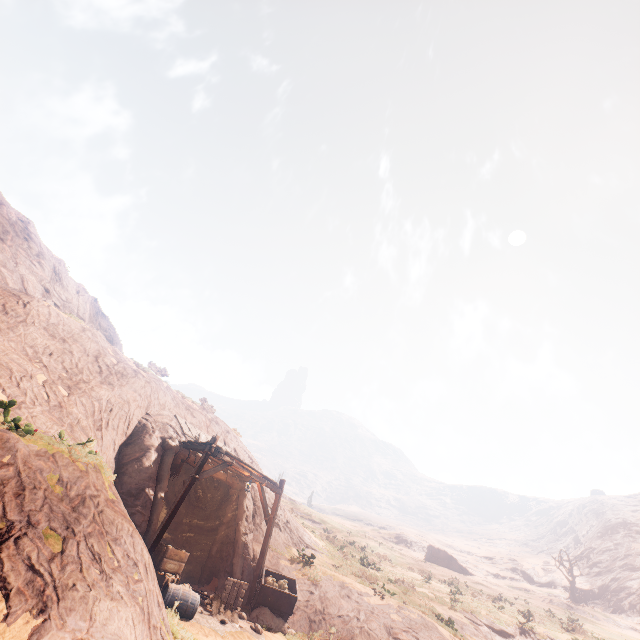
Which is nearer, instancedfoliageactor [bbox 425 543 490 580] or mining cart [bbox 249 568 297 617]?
mining cart [bbox 249 568 297 617]

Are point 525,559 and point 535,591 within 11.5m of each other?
no

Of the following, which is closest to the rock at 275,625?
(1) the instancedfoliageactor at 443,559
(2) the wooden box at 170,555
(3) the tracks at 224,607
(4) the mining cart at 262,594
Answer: (4) the mining cart at 262,594

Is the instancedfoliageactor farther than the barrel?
Yes

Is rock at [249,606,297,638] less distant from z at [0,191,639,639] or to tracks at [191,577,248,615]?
z at [0,191,639,639]

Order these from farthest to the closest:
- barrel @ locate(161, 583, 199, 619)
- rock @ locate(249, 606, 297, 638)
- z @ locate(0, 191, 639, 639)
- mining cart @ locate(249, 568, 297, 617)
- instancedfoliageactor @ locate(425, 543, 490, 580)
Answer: instancedfoliageactor @ locate(425, 543, 490, 580) → mining cart @ locate(249, 568, 297, 617) → rock @ locate(249, 606, 297, 638) → barrel @ locate(161, 583, 199, 619) → z @ locate(0, 191, 639, 639)

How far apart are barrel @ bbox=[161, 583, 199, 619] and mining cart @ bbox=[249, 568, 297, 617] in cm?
343

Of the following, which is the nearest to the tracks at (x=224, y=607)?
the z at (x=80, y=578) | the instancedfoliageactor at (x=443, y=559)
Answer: the z at (x=80, y=578)
